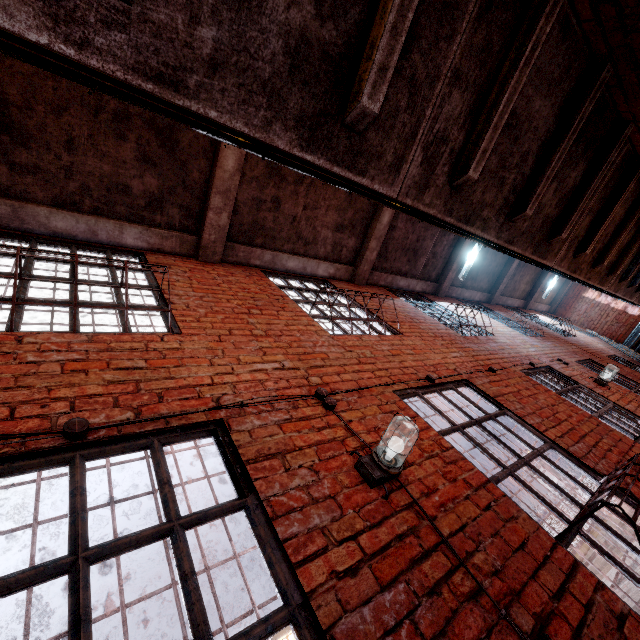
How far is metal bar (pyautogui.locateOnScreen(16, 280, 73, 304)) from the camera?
2.39m

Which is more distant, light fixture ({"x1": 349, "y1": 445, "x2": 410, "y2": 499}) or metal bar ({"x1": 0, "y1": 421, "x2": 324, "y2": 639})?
light fixture ({"x1": 349, "y1": 445, "x2": 410, "y2": 499})

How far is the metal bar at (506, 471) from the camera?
2.4 meters

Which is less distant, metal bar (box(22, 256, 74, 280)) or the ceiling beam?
metal bar (box(22, 256, 74, 280))

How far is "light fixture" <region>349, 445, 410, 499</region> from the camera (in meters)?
1.82

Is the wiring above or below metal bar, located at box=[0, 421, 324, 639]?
above

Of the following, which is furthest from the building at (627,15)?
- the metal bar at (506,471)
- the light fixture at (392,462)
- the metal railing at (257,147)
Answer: the light fixture at (392,462)

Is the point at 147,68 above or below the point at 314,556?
above
